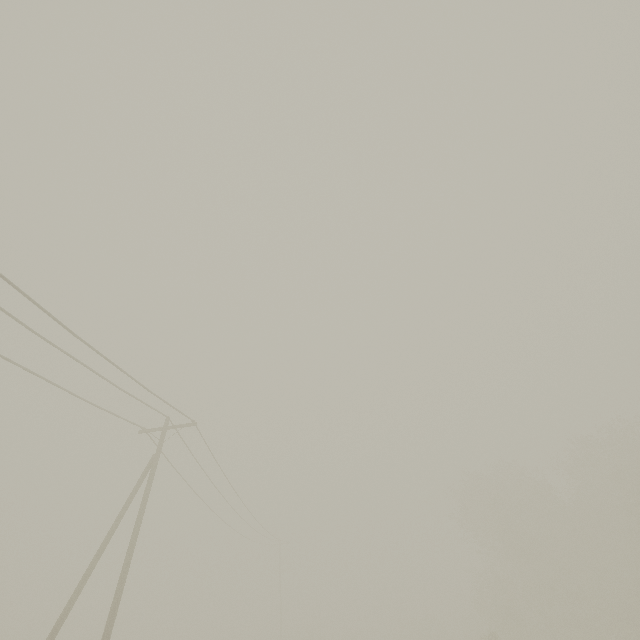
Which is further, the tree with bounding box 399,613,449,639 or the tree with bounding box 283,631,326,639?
the tree with bounding box 399,613,449,639

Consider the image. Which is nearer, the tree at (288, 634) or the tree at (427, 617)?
the tree at (288, 634)

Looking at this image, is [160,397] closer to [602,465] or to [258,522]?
[258,522]
